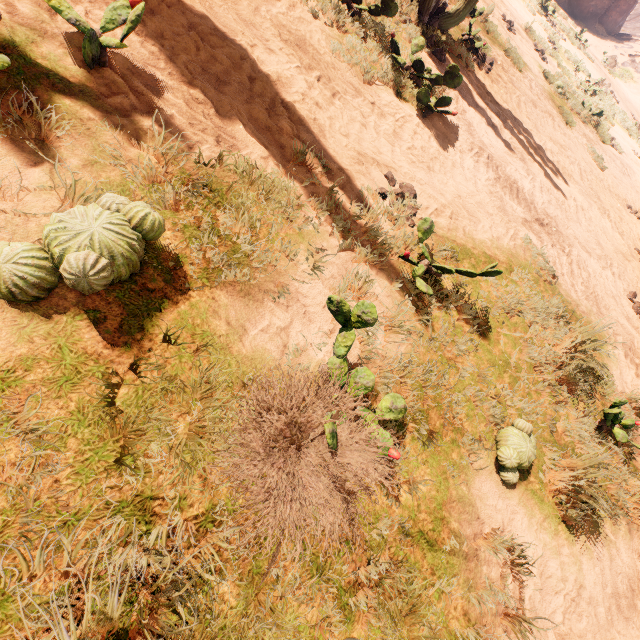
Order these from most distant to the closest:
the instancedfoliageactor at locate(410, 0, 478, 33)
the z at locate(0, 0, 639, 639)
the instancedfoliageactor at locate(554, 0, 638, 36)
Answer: the instancedfoliageactor at locate(554, 0, 638, 36), the instancedfoliageactor at locate(410, 0, 478, 33), the z at locate(0, 0, 639, 639)

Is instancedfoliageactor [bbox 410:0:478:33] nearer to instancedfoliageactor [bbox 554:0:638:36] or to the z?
the z

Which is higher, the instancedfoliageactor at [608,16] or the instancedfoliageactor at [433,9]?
the instancedfoliageactor at [608,16]

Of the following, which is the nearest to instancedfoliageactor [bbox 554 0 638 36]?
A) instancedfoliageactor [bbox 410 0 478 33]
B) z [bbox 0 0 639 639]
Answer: z [bbox 0 0 639 639]

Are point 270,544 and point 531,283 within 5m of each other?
yes

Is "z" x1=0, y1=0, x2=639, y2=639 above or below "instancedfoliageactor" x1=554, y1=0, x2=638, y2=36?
below

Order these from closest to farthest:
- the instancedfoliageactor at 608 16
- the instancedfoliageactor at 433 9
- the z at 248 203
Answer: the z at 248 203 → the instancedfoliageactor at 433 9 → the instancedfoliageactor at 608 16
